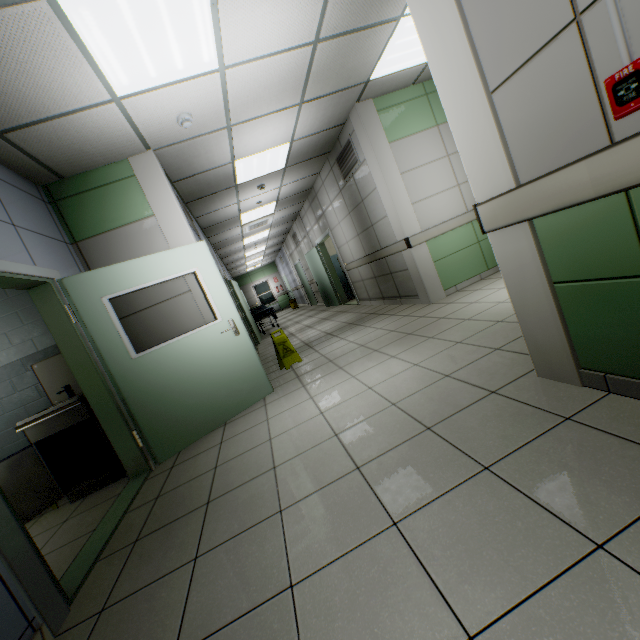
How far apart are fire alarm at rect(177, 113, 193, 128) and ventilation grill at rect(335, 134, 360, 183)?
2.8 meters

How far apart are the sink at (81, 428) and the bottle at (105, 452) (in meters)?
0.04

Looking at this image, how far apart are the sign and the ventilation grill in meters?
3.2

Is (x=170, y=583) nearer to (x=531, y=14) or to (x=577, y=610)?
(x=577, y=610)

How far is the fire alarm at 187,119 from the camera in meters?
3.4

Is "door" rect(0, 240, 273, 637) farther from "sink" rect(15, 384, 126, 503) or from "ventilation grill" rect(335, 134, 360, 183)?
"ventilation grill" rect(335, 134, 360, 183)

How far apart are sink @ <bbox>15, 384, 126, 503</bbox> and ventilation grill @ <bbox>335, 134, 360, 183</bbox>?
5.1m

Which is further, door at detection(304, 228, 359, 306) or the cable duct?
door at detection(304, 228, 359, 306)
